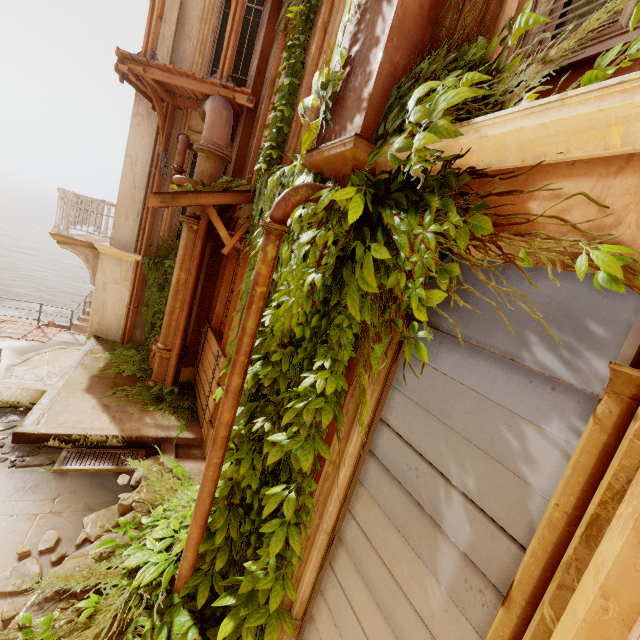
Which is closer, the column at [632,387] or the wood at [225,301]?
the column at [632,387]

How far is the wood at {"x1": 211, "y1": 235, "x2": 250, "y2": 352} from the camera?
5.7m

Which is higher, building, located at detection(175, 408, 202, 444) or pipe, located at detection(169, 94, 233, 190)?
pipe, located at detection(169, 94, 233, 190)

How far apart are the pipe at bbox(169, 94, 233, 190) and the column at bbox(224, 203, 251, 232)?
0.0 meters

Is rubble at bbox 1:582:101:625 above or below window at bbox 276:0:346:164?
below

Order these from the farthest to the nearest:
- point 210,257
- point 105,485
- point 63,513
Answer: point 210,257 → point 105,485 → point 63,513

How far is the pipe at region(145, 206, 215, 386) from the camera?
6.3 meters

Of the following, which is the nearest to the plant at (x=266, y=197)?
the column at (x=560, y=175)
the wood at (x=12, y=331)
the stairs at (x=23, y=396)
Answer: the column at (x=560, y=175)
